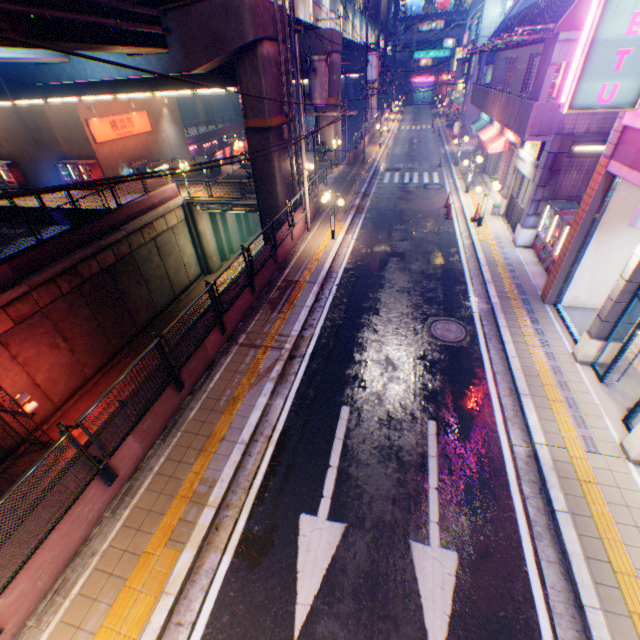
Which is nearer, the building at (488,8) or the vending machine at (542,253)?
the vending machine at (542,253)

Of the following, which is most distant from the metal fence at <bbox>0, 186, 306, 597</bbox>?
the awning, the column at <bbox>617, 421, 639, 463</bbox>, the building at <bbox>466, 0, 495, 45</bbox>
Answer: the column at <bbox>617, 421, 639, 463</bbox>

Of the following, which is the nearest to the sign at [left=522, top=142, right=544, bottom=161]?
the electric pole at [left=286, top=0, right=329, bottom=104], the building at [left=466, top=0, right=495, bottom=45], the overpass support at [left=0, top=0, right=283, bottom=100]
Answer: the electric pole at [left=286, top=0, right=329, bottom=104]

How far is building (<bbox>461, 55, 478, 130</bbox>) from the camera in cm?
3293

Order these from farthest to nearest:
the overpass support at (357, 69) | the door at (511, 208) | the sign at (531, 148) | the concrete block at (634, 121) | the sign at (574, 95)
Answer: the overpass support at (357, 69) → the door at (511, 208) → the sign at (531, 148) → the concrete block at (634, 121) → the sign at (574, 95)

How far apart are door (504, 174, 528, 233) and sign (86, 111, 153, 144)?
29.0 meters

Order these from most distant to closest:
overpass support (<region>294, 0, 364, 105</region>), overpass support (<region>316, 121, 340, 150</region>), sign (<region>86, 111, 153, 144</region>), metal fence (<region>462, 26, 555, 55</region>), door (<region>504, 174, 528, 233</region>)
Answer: overpass support (<region>316, 121, 340, 150</region>)
sign (<region>86, 111, 153, 144</region>)
overpass support (<region>294, 0, 364, 105</region>)
door (<region>504, 174, 528, 233</region>)
metal fence (<region>462, 26, 555, 55</region>)

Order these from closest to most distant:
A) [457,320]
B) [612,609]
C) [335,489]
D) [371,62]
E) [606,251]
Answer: [612,609] → [335,489] → [606,251] → [457,320] → [371,62]
